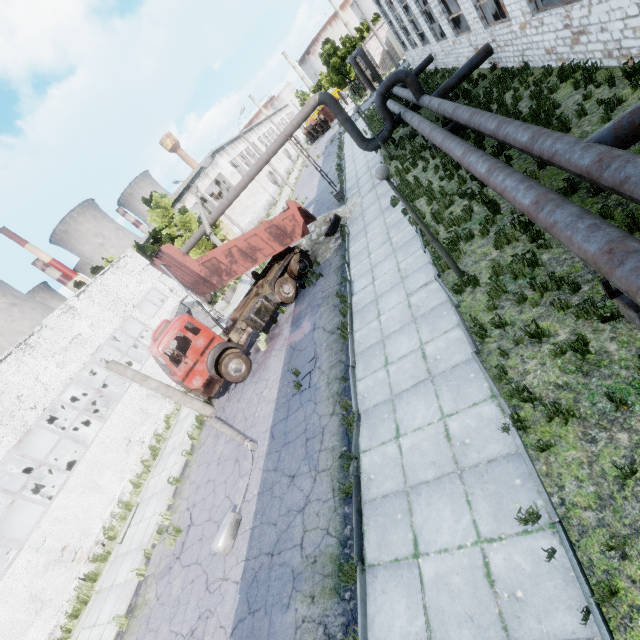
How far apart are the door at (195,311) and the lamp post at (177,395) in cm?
1065

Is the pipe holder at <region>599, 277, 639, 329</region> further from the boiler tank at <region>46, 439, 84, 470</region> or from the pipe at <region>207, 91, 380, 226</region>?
the boiler tank at <region>46, 439, 84, 470</region>

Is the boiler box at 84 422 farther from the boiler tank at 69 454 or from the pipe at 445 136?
the pipe at 445 136

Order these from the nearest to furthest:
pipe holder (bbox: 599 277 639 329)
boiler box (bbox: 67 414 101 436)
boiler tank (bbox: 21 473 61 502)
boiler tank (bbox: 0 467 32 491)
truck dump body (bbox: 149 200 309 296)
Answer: pipe holder (bbox: 599 277 639 329) < truck dump body (bbox: 149 200 309 296) < boiler tank (bbox: 21 473 61 502) < boiler tank (bbox: 0 467 32 491) < boiler box (bbox: 67 414 101 436)

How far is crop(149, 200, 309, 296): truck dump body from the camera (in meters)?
12.89

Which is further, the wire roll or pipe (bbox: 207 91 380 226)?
pipe (bbox: 207 91 380 226)

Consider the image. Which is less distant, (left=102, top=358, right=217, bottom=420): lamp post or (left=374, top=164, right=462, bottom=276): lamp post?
(left=374, top=164, right=462, bottom=276): lamp post

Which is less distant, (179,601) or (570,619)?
(570,619)
